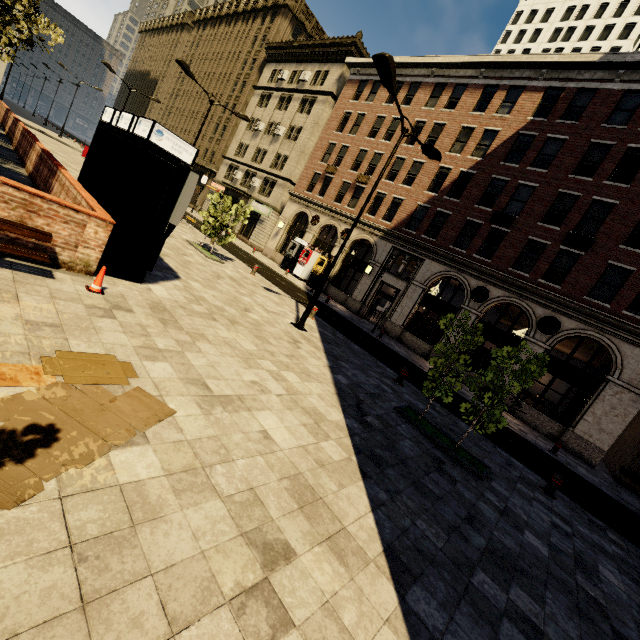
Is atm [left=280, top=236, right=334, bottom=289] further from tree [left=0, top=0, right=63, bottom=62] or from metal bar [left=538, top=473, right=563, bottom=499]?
metal bar [left=538, top=473, right=563, bottom=499]

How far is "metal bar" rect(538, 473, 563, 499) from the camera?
8.4 meters

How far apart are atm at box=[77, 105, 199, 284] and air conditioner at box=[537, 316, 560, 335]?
18.6 meters

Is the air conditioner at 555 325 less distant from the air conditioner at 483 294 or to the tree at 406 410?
the air conditioner at 483 294

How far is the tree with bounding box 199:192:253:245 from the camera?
15.5 meters

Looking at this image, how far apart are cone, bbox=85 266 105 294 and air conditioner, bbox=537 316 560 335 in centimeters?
2002cm

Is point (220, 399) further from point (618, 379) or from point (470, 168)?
point (470, 168)

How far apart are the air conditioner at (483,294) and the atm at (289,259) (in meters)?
13.11
